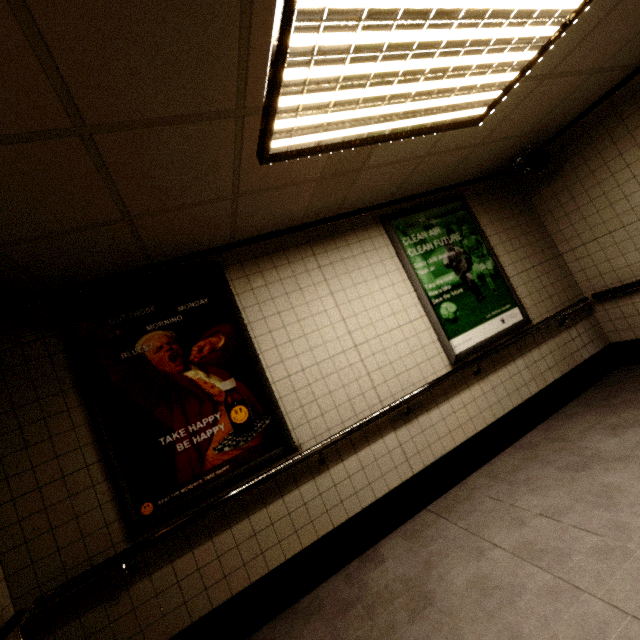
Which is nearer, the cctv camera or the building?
the building

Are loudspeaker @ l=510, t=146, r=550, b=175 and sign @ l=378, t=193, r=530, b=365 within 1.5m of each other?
yes

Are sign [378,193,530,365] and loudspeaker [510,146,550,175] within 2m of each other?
yes

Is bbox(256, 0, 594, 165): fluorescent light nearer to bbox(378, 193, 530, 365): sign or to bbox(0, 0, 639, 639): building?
bbox(0, 0, 639, 639): building

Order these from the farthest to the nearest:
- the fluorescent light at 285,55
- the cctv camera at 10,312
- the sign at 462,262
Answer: the sign at 462,262
the cctv camera at 10,312
the fluorescent light at 285,55

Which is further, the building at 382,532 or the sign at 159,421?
the sign at 159,421

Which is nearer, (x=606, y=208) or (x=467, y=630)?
(x=467, y=630)

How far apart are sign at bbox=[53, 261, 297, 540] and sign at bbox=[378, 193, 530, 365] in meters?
1.8
